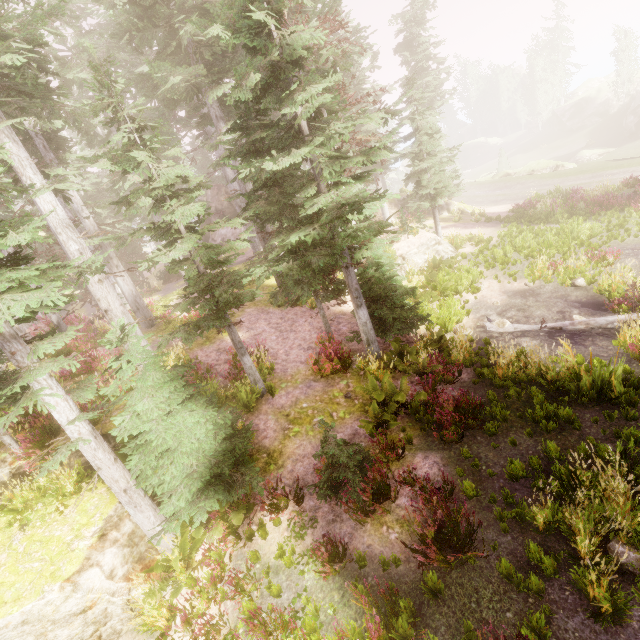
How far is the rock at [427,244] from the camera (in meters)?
18.92

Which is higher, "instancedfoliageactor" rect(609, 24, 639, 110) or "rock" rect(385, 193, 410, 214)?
"instancedfoliageactor" rect(609, 24, 639, 110)

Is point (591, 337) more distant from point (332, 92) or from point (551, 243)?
point (332, 92)

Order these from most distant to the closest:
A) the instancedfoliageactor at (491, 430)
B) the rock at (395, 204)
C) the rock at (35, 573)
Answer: the rock at (395, 204), the instancedfoliageactor at (491, 430), the rock at (35, 573)

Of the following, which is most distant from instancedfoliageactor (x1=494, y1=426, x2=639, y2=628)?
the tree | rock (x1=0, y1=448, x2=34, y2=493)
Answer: the tree

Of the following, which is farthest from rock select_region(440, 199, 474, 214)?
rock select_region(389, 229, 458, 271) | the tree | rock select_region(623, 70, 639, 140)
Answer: rock select_region(623, 70, 639, 140)

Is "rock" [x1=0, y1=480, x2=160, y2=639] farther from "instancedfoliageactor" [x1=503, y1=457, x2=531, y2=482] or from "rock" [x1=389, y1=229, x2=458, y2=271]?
"rock" [x1=389, y1=229, x2=458, y2=271]

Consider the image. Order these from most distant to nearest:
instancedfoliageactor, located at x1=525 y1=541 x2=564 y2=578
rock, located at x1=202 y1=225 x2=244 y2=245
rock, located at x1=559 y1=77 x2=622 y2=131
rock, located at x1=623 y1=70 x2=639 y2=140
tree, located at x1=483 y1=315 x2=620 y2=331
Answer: rock, located at x1=559 y1=77 x2=622 y2=131 < rock, located at x1=623 y1=70 x2=639 y2=140 < rock, located at x1=202 y1=225 x2=244 y2=245 < tree, located at x1=483 y1=315 x2=620 y2=331 < instancedfoliageactor, located at x1=525 y1=541 x2=564 y2=578
